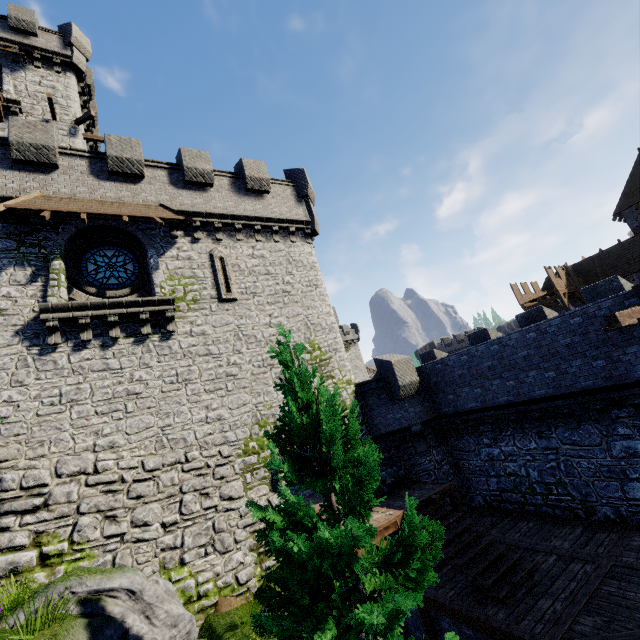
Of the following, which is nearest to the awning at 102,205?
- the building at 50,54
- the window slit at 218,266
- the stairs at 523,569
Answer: the window slit at 218,266

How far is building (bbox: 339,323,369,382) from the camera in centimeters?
5594cm

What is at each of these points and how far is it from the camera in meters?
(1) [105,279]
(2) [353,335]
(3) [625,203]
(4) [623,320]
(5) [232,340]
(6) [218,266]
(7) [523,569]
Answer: (1) window glass, 13.1
(2) building, 58.0
(3) building, 29.9
(4) wooden beam, 7.4
(5) building tower, 13.8
(6) window slit, 14.7
(7) stairs, 9.4

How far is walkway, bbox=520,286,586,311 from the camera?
26.6 meters

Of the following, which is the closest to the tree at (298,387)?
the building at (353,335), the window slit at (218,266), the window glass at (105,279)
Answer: the window slit at (218,266)

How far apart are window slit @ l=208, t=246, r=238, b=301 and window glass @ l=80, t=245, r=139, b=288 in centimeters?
282cm

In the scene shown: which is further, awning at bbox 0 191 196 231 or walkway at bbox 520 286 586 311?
walkway at bbox 520 286 586 311

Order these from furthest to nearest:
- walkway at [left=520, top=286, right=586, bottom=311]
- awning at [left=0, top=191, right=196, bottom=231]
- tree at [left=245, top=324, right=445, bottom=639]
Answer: walkway at [left=520, top=286, right=586, bottom=311] → awning at [left=0, top=191, right=196, bottom=231] → tree at [left=245, top=324, right=445, bottom=639]
